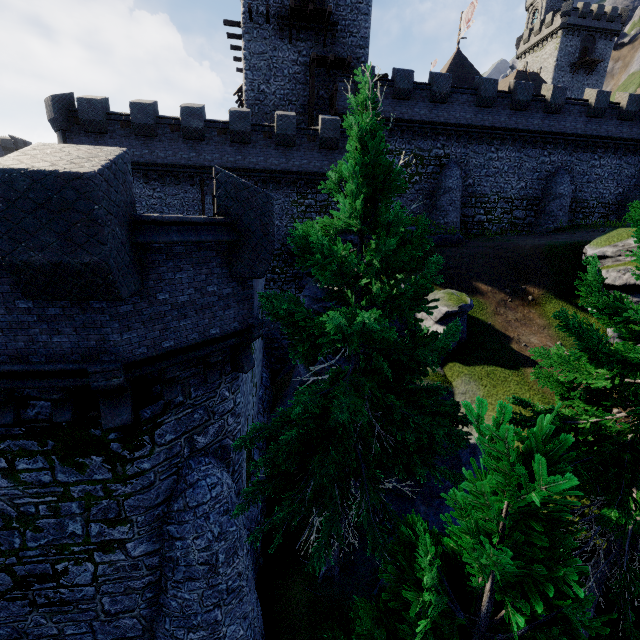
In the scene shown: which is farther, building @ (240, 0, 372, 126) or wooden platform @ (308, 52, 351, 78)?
building @ (240, 0, 372, 126)

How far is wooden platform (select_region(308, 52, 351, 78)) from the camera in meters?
23.3 m

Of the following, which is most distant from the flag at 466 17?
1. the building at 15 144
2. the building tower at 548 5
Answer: the building at 15 144

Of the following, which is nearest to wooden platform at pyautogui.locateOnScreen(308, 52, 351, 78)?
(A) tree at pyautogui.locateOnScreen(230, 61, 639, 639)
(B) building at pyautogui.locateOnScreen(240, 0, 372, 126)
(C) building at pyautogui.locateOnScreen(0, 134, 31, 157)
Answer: (B) building at pyautogui.locateOnScreen(240, 0, 372, 126)

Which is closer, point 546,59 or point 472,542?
point 472,542

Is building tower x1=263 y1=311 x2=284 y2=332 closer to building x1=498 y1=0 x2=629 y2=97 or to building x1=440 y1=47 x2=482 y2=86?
building x1=440 y1=47 x2=482 y2=86

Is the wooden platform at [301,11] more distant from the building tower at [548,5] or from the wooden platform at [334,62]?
the building tower at [548,5]

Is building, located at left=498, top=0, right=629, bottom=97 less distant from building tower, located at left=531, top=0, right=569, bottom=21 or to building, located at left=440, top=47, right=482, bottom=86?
building tower, located at left=531, top=0, right=569, bottom=21
